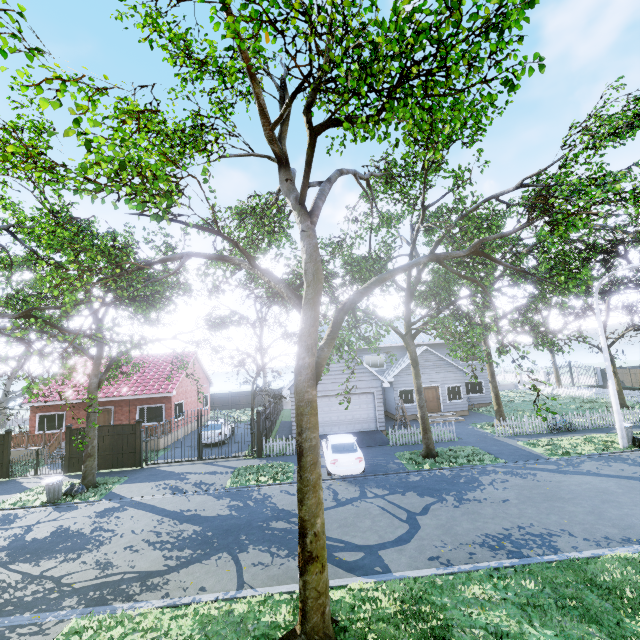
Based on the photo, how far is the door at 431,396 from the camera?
26.1m

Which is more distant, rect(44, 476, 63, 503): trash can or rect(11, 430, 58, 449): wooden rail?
→ rect(11, 430, 58, 449): wooden rail

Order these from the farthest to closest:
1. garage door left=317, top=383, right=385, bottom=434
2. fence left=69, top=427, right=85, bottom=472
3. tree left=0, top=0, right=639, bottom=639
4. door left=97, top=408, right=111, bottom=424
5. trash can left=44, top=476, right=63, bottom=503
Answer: door left=97, top=408, right=111, bottom=424
garage door left=317, top=383, right=385, bottom=434
fence left=69, top=427, right=85, bottom=472
trash can left=44, top=476, right=63, bottom=503
tree left=0, top=0, right=639, bottom=639

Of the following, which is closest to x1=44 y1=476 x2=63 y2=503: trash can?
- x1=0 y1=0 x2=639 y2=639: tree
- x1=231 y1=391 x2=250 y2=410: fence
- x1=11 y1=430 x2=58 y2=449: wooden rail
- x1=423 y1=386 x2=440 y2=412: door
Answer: x1=0 y1=0 x2=639 y2=639: tree

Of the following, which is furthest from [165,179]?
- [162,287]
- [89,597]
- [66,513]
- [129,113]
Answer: [66,513]

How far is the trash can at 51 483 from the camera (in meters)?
13.84

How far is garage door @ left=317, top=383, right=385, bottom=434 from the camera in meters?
20.7 m

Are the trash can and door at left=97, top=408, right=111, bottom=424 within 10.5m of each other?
yes
